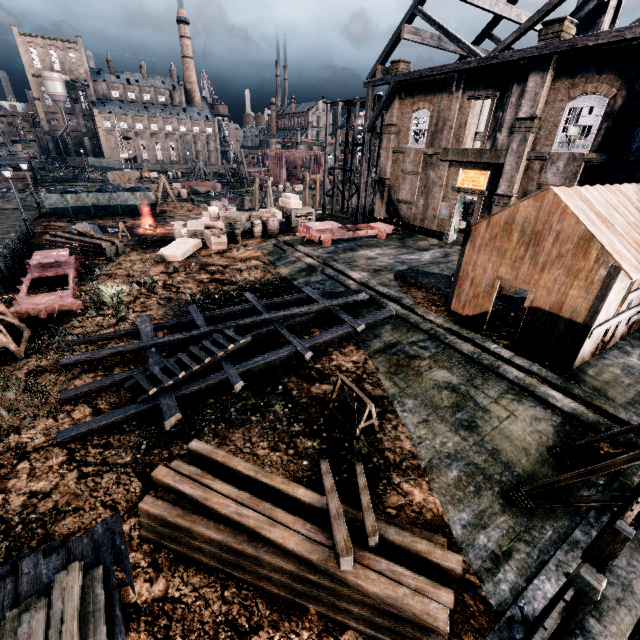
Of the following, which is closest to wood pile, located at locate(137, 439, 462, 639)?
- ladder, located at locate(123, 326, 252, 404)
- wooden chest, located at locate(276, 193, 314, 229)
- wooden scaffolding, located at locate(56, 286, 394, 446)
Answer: wooden scaffolding, located at locate(56, 286, 394, 446)

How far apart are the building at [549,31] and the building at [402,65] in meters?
11.1

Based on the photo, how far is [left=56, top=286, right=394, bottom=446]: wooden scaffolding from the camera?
9.9 meters

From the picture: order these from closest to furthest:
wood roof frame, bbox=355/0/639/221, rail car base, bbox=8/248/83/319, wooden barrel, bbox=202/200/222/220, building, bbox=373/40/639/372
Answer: building, bbox=373/40/639/372, rail car base, bbox=8/248/83/319, wood roof frame, bbox=355/0/639/221, wooden barrel, bbox=202/200/222/220

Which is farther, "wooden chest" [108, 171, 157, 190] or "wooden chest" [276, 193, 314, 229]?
"wooden chest" [108, 171, 157, 190]

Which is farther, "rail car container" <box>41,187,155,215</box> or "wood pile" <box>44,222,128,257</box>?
"rail car container" <box>41,187,155,215</box>

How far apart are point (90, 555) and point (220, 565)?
2.7 meters

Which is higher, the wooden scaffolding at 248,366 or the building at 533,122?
the building at 533,122
